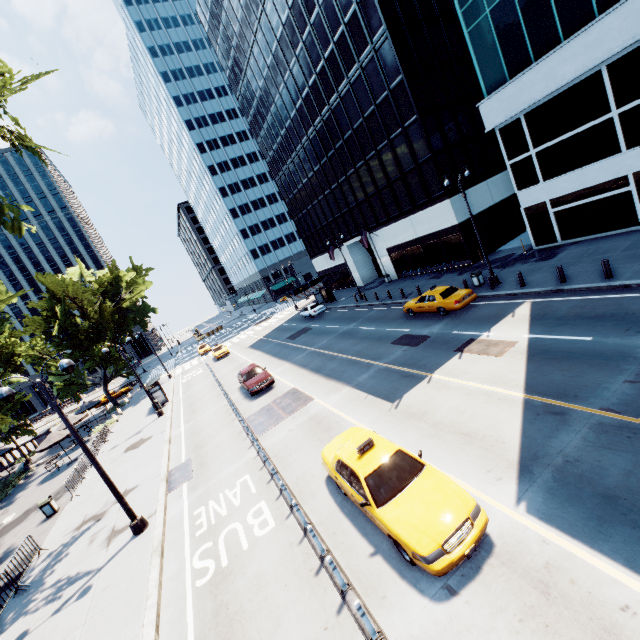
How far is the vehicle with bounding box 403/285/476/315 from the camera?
18.8m

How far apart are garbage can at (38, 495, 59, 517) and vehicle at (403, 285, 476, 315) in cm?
2440

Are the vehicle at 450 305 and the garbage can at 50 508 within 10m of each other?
no

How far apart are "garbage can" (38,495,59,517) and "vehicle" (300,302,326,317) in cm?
2656

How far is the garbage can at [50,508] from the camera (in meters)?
17.88

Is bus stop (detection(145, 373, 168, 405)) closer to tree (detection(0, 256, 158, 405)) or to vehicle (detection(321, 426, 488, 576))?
tree (detection(0, 256, 158, 405))

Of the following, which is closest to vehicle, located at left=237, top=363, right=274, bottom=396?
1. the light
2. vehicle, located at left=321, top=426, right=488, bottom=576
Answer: the light

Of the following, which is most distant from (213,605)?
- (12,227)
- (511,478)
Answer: (12,227)
